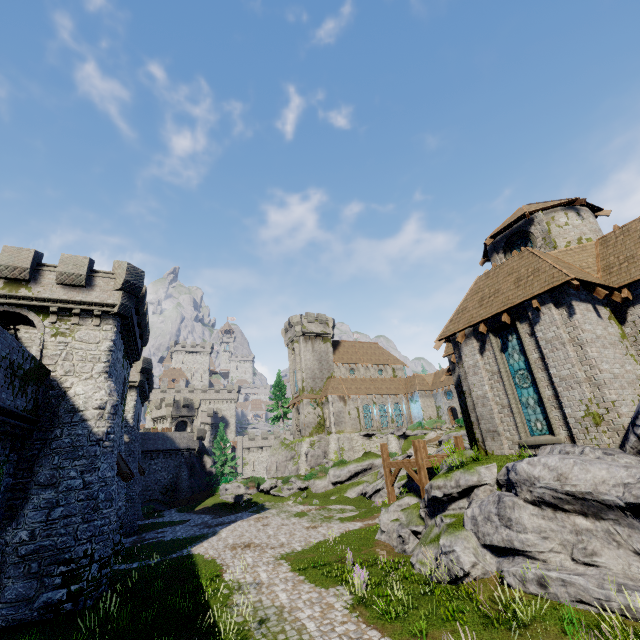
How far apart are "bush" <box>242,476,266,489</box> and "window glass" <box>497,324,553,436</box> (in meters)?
34.74

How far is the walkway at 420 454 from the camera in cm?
1620

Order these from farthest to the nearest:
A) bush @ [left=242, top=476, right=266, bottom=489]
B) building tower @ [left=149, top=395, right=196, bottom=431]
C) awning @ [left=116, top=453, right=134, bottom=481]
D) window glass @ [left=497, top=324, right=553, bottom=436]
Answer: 1. building tower @ [left=149, top=395, right=196, bottom=431]
2. bush @ [left=242, top=476, right=266, bottom=489]
3. awning @ [left=116, top=453, right=134, bottom=481]
4. window glass @ [left=497, top=324, right=553, bottom=436]

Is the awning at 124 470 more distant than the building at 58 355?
Yes

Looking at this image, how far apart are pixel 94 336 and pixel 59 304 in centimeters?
246cm

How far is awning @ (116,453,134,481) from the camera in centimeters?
1808cm

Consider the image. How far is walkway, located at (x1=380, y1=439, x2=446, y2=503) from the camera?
16.2m

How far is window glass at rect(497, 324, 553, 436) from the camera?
13.0m
